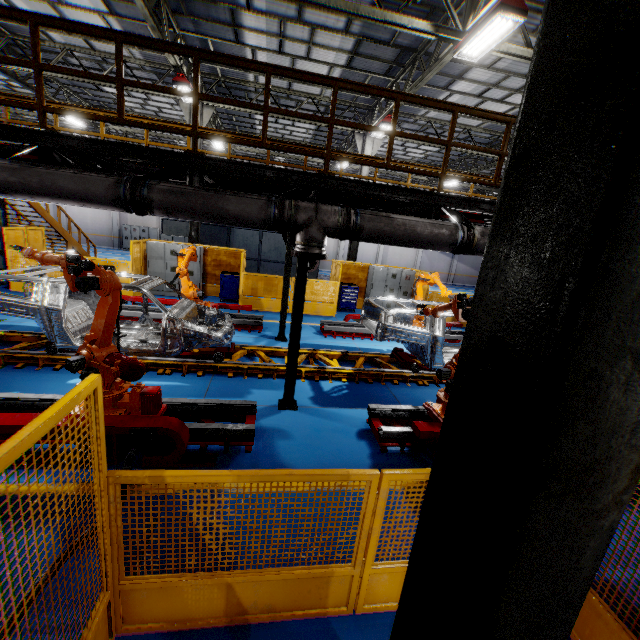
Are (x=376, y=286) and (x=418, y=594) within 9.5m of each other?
no

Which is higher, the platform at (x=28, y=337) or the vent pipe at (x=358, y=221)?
the vent pipe at (x=358, y=221)

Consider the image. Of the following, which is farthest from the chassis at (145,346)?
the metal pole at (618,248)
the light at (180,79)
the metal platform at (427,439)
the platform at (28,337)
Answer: the light at (180,79)

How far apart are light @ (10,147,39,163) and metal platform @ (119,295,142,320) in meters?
4.4 m

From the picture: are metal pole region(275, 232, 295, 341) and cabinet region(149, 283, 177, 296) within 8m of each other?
yes

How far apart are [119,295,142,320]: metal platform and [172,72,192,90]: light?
7.4m

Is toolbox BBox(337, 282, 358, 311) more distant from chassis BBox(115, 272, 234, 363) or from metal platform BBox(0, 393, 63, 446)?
metal platform BBox(0, 393, 63, 446)

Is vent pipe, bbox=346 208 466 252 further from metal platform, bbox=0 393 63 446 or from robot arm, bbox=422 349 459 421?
metal platform, bbox=0 393 63 446
